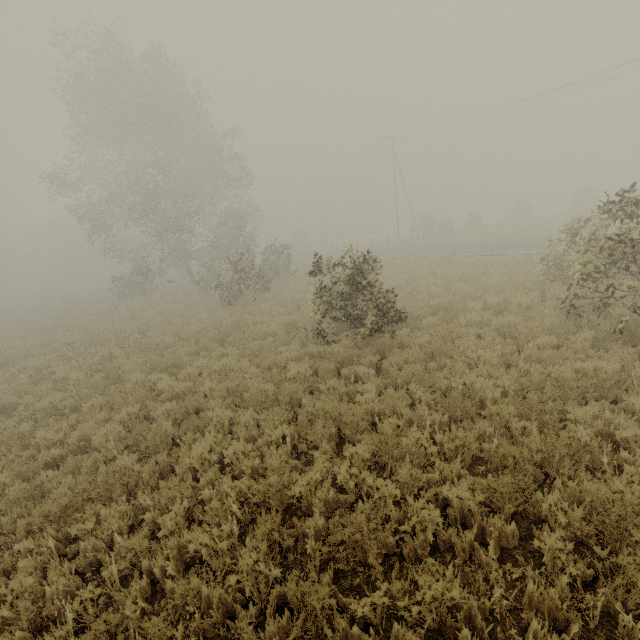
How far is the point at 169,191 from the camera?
23.33m

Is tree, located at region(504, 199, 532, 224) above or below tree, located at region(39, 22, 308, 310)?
below

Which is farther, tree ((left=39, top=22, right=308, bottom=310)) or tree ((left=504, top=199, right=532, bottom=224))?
tree ((left=504, top=199, right=532, bottom=224))

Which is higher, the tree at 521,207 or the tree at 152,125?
the tree at 152,125

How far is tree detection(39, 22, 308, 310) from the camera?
22.1m

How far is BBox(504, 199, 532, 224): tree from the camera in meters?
35.0 m

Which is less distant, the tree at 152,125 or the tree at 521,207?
the tree at 152,125
